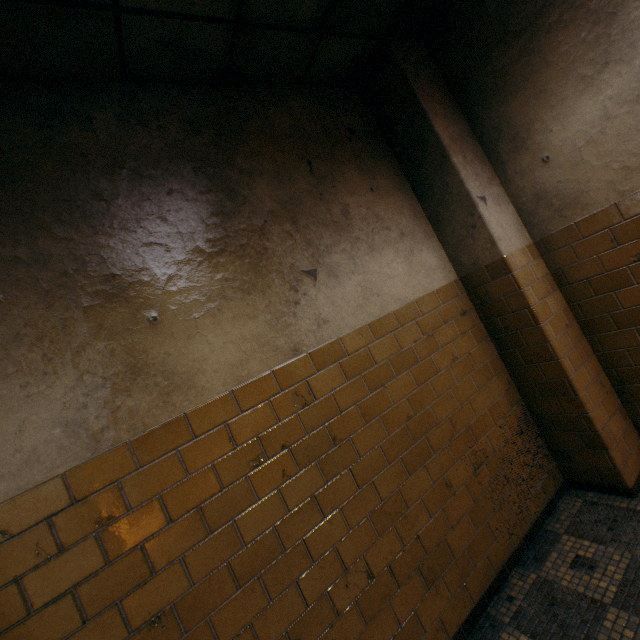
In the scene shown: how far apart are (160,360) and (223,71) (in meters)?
2.03
